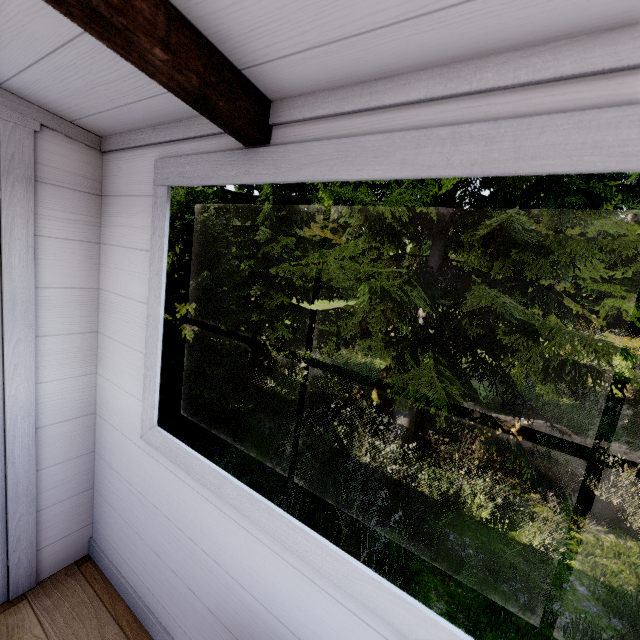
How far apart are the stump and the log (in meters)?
2.83

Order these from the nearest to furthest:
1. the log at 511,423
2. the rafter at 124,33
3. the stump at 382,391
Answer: the rafter at 124,33 < the log at 511,423 < the stump at 382,391

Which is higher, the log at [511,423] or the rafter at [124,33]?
the rafter at [124,33]

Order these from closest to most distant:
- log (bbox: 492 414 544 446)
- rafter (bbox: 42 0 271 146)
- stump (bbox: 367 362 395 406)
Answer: rafter (bbox: 42 0 271 146) < log (bbox: 492 414 544 446) < stump (bbox: 367 362 395 406)

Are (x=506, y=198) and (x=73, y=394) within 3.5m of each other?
no

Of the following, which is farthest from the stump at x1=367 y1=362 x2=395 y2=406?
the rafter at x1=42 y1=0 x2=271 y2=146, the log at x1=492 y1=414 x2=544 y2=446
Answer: the rafter at x1=42 y1=0 x2=271 y2=146

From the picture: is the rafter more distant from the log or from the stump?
the log
